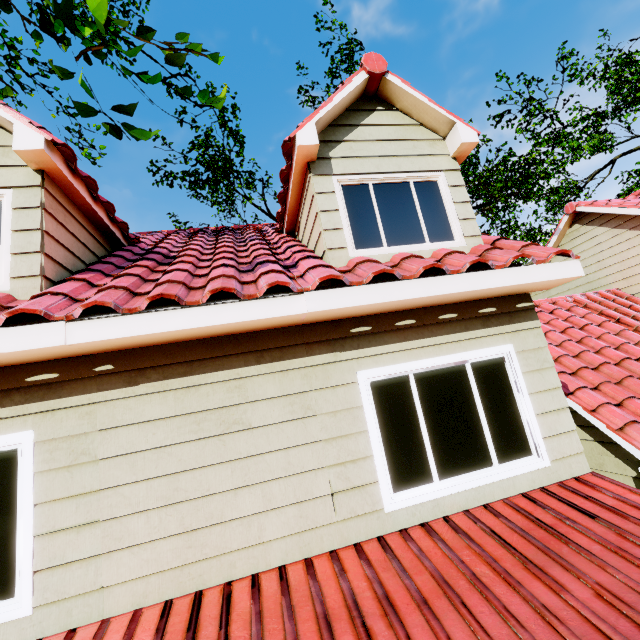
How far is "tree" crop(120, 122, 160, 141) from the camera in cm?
257

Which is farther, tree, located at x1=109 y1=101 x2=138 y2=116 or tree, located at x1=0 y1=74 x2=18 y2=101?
tree, located at x1=0 y1=74 x2=18 y2=101

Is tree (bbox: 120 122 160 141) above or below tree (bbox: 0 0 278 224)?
below

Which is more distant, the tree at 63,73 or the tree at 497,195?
the tree at 497,195

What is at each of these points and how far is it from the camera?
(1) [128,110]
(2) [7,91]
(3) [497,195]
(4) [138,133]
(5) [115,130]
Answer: (1) tree, 2.83m
(2) tree, 5.07m
(3) tree, 19.80m
(4) tree, 2.59m
(5) tree, 2.50m

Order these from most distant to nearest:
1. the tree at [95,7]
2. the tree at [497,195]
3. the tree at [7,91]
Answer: the tree at [497,195] < the tree at [7,91] < the tree at [95,7]
